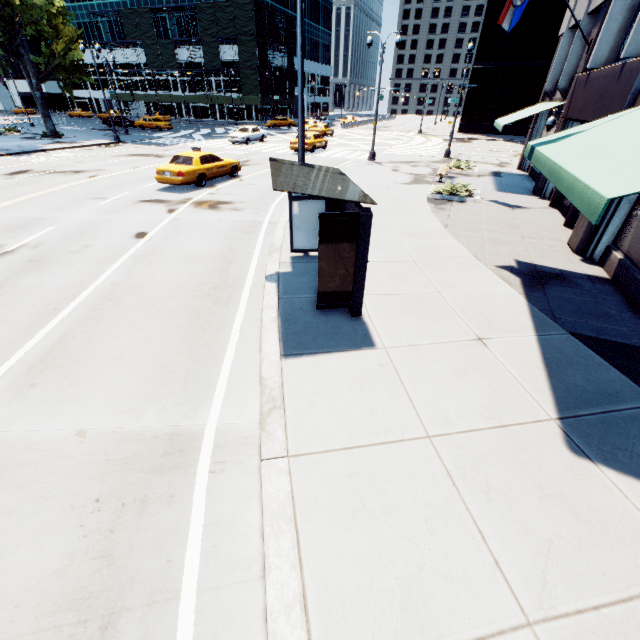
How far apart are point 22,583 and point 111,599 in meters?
0.9 m

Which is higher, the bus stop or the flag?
the flag

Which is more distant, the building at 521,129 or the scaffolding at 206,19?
the scaffolding at 206,19

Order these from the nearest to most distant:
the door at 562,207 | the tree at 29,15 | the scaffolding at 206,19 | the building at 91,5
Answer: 1. the door at 562,207
2. the tree at 29,15
3. the scaffolding at 206,19
4. the building at 91,5

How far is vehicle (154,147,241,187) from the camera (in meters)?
15.34

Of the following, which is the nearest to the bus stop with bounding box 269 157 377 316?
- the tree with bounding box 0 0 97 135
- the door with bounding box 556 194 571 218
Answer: the tree with bounding box 0 0 97 135

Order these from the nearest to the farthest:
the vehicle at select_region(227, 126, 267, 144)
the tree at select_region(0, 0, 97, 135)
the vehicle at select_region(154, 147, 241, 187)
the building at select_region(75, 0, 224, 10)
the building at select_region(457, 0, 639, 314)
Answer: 1. the building at select_region(457, 0, 639, 314)
2. the vehicle at select_region(154, 147, 241, 187)
3. the tree at select_region(0, 0, 97, 135)
4. the vehicle at select_region(227, 126, 267, 144)
5. the building at select_region(75, 0, 224, 10)

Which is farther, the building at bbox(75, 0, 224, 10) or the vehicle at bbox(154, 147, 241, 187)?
the building at bbox(75, 0, 224, 10)
